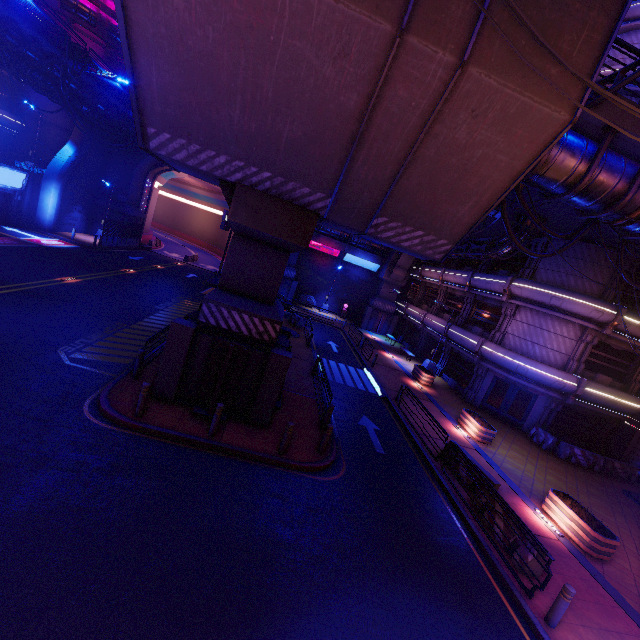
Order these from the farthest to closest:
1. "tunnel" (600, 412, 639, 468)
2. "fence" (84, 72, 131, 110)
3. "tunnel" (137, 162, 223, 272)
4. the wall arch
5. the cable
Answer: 1. "tunnel" (137, 162, 223, 272)
2. the wall arch
3. "fence" (84, 72, 131, 110)
4. "tunnel" (600, 412, 639, 468)
5. the cable

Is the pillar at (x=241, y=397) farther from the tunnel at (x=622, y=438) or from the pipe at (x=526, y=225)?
the tunnel at (x=622, y=438)

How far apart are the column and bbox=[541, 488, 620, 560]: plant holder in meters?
41.8 m

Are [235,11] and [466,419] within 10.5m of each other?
no

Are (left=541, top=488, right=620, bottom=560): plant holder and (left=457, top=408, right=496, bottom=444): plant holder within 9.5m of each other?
yes

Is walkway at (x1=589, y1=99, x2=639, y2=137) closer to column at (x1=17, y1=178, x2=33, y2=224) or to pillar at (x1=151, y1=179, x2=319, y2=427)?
pillar at (x1=151, y1=179, x2=319, y2=427)

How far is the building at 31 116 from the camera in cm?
3150

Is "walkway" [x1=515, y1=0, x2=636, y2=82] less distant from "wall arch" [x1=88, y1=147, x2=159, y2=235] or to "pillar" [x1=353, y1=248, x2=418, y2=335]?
"wall arch" [x1=88, y1=147, x2=159, y2=235]
